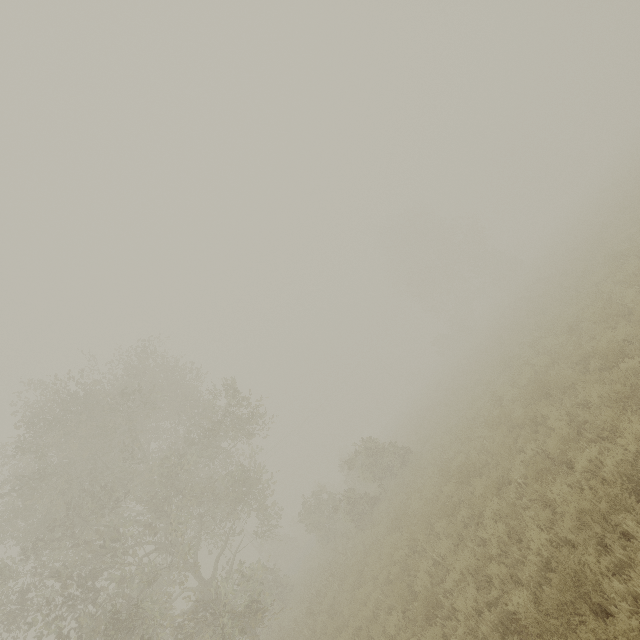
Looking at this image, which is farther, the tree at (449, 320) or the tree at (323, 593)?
the tree at (449, 320)

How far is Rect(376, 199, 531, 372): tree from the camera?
41.7 meters

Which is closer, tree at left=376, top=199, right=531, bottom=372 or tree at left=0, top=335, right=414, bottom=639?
tree at left=0, top=335, right=414, bottom=639

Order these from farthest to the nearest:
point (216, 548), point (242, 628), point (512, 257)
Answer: point (512, 257)
point (216, 548)
point (242, 628)

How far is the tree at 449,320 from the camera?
41.72m
